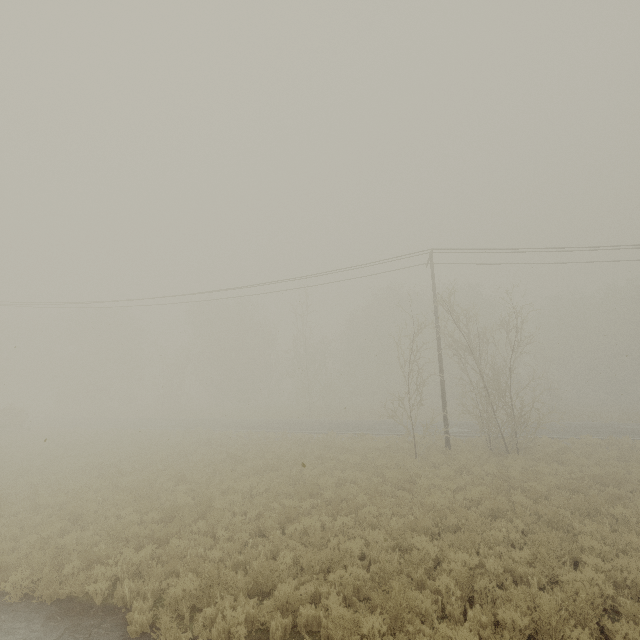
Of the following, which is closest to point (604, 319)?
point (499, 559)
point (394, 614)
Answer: point (499, 559)
